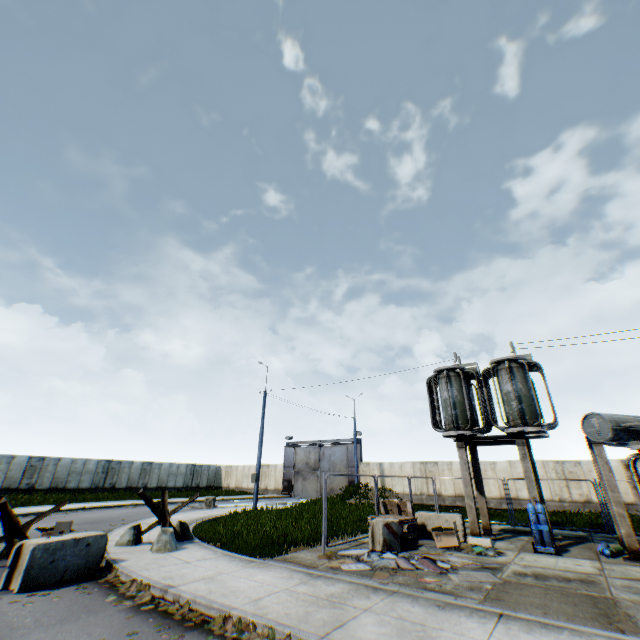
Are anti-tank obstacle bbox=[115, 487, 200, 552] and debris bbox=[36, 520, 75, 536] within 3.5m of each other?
yes

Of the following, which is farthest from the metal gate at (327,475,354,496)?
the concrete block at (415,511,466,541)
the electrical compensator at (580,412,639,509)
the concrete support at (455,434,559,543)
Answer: the electrical compensator at (580,412,639,509)

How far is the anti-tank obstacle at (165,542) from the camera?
9.59m

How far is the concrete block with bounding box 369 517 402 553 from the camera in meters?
9.9 m

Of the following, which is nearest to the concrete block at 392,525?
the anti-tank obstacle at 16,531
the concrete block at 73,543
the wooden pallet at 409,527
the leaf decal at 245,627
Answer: the wooden pallet at 409,527

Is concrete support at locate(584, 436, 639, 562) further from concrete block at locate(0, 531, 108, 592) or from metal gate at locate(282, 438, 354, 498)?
metal gate at locate(282, 438, 354, 498)

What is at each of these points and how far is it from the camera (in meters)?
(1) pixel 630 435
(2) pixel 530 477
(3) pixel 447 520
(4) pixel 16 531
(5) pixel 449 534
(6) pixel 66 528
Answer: (1) electrical compensator, 8.93
(2) concrete support, 11.46
(3) concrete block, 12.24
(4) anti-tank obstacle, 8.66
(5) debris, 10.75
(6) debris, 10.70

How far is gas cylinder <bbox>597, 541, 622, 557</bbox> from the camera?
9.9m
